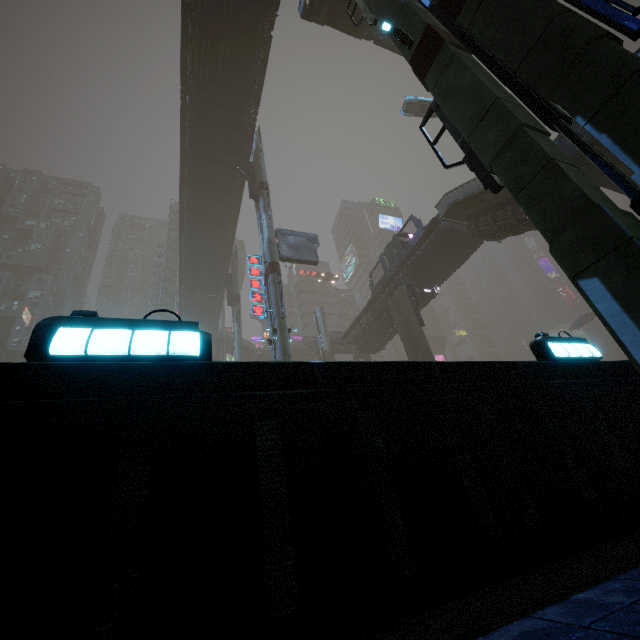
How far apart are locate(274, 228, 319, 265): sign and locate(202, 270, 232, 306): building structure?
14.8m

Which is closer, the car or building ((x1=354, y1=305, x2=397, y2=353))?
the car

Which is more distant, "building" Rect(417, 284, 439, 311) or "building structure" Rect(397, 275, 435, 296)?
"building" Rect(417, 284, 439, 311)

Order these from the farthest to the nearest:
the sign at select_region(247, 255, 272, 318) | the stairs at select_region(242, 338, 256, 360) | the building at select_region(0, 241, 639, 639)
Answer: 1. the stairs at select_region(242, 338, 256, 360)
2. the sign at select_region(247, 255, 272, 318)
3. the building at select_region(0, 241, 639, 639)

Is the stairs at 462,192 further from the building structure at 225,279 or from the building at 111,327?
the building structure at 225,279

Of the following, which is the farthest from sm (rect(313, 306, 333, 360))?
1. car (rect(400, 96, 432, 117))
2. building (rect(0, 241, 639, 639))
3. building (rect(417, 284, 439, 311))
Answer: car (rect(400, 96, 432, 117))

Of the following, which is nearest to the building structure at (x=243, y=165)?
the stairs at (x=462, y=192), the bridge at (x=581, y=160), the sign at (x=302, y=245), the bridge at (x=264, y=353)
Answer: the sign at (x=302, y=245)

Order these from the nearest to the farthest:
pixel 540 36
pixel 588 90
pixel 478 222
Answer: pixel 588 90
pixel 540 36
pixel 478 222
